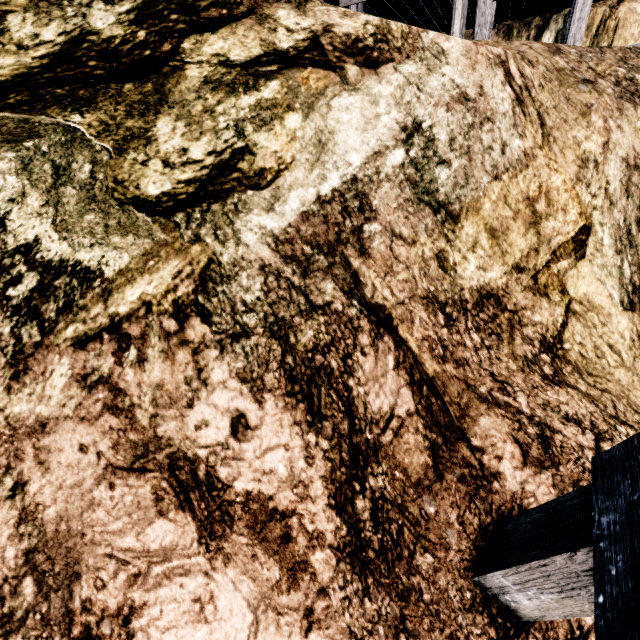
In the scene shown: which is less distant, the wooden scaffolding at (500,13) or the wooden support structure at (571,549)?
the wooden support structure at (571,549)

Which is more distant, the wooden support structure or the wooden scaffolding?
the wooden scaffolding

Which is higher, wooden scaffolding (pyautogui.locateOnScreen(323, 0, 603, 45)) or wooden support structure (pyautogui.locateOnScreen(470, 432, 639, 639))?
wooden scaffolding (pyautogui.locateOnScreen(323, 0, 603, 45))

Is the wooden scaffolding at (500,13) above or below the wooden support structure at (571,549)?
above

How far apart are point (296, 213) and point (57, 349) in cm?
181
